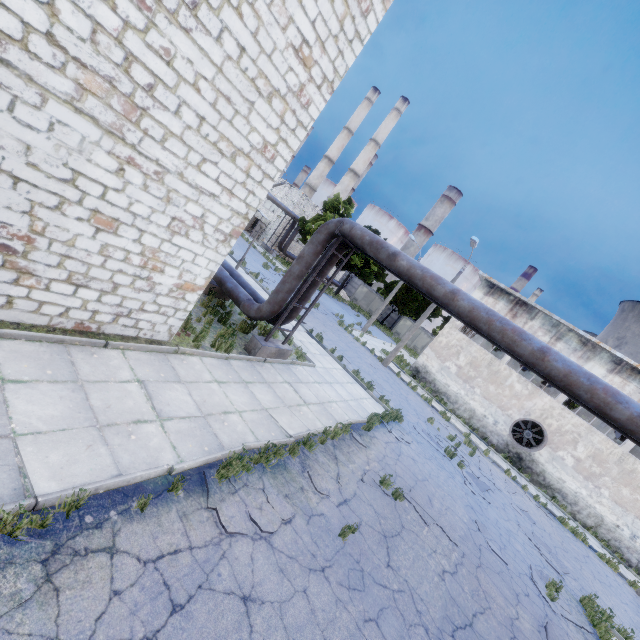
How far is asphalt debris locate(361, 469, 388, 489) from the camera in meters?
8.4 m

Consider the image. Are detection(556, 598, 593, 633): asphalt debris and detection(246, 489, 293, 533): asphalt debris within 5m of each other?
no

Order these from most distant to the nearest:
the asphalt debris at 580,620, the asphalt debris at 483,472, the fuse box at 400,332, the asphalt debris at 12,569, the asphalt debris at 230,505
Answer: the fuse box at 400,332
the asphalt debris at 483,472
the asphalt debris at 580,620
the asphalt debris at 230,505
the asphalt debris at 12,569

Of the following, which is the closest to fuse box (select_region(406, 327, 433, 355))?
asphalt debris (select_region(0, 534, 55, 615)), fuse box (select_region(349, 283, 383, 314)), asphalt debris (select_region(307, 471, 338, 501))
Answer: fuse box (select_region(349, 283, 383, 314))

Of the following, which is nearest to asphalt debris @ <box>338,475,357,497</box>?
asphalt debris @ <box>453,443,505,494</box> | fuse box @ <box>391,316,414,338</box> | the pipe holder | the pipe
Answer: the pipe holder

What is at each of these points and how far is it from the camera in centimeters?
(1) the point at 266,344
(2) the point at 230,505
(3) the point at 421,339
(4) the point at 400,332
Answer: (1) pipe holder, 1048cm
(2) asphalt debris, 516cm
(3) fuse box, 4581cm
(4) fuse box, 4750cm

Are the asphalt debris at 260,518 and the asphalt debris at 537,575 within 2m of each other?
no

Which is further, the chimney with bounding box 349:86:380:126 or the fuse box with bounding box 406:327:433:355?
the chimney with bounding box 349:86:380:126
